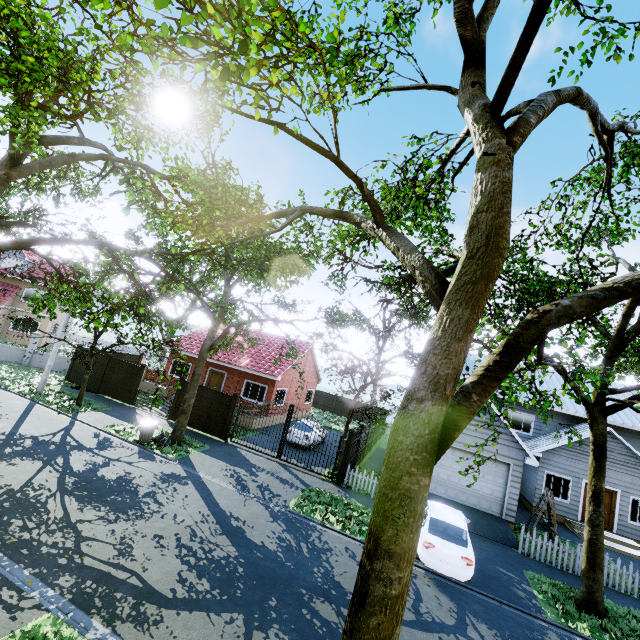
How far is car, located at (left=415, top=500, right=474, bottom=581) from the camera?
9.52m

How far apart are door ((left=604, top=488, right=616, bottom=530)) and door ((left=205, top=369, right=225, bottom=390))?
23.6 meters

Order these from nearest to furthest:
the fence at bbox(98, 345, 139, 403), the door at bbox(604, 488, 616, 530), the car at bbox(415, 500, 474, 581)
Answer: the car at bbox(415, 500, 474, 581)
the door at bbox(604, 488, 616, 530)
the fence at bbox(98, 345, 139, 403)

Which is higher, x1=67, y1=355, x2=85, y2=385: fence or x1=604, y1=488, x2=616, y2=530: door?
x1=604, y1=488, x2=616, y2=530: door

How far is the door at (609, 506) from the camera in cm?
1741

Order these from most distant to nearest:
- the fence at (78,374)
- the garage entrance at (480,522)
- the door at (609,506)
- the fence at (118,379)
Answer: the fence at (78,374)
the fence at (118,379)
the door at (609,506)
the garage entrance at (480,522)

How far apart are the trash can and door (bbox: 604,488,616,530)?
22.98m

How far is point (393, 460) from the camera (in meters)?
2.91
